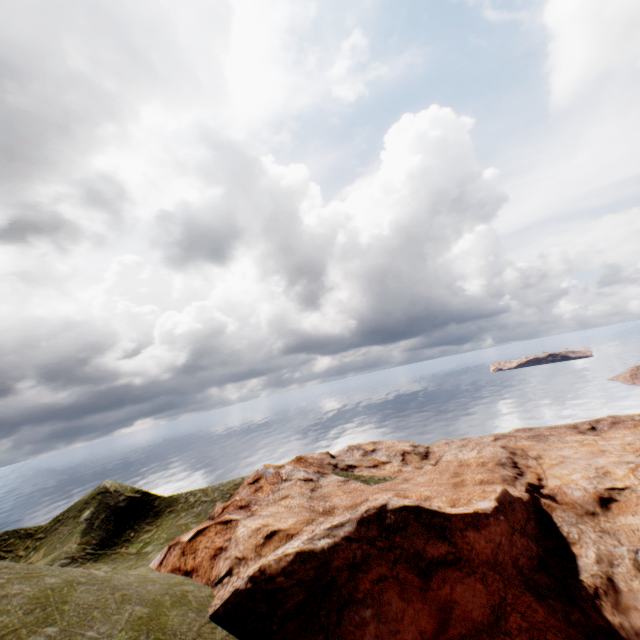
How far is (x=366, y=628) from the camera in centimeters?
1402cm
